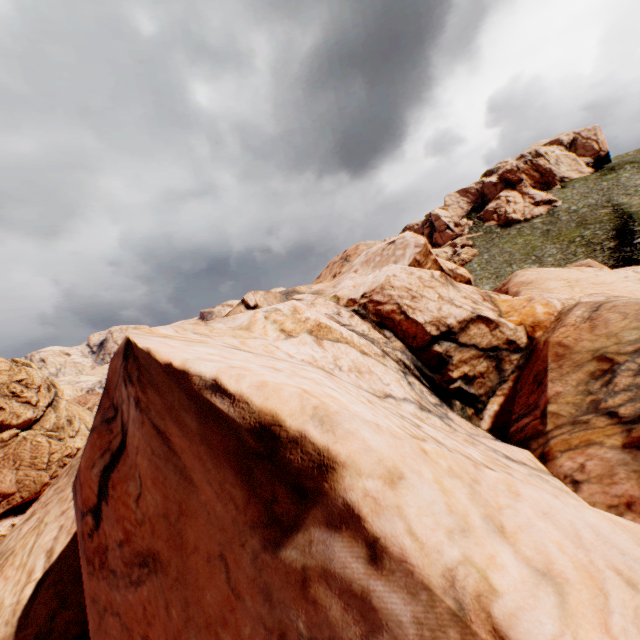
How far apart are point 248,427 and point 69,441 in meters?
65.6
